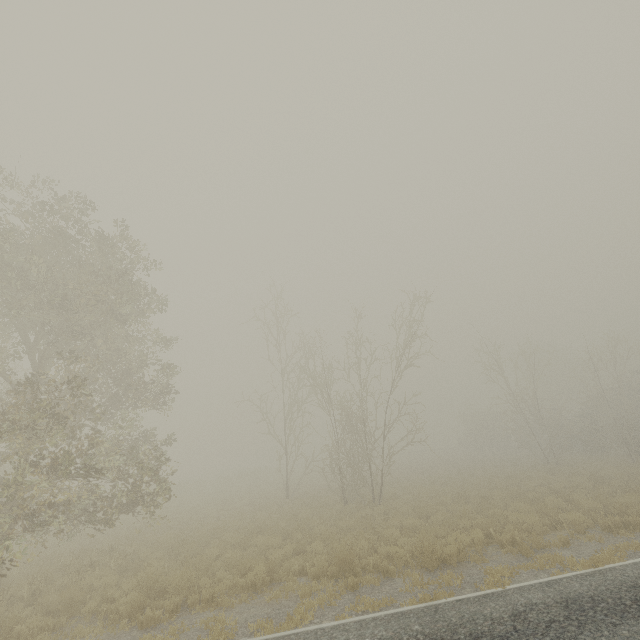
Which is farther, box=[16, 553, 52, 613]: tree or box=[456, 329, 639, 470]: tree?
box=[456, 329, 639, 470]: tree

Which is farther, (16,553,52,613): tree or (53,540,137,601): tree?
(53,540,137,601): tree

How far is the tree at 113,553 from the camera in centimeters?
995cm

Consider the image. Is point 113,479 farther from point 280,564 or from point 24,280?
point 24,280

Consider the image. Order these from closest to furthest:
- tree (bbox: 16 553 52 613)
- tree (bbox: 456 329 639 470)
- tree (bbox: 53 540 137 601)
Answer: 1. tree (bbox: 16 553 52 613)
2. tree (bbox: 53 540 137 601)
3. tree (bbox: 456 329 639 470)
